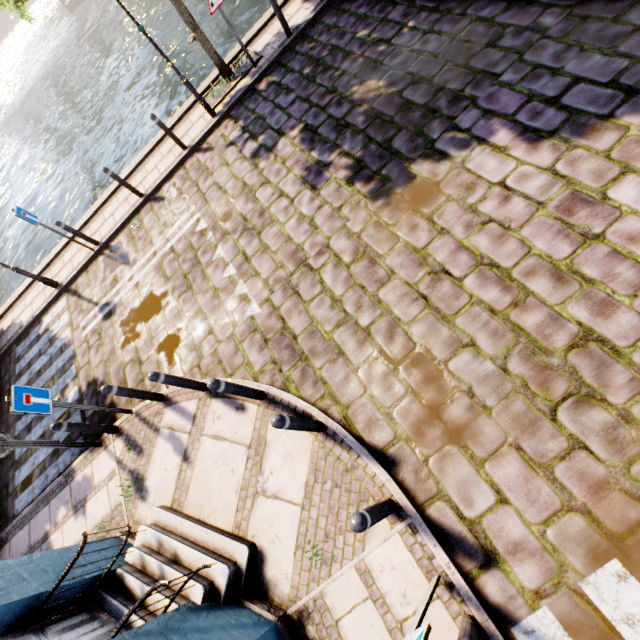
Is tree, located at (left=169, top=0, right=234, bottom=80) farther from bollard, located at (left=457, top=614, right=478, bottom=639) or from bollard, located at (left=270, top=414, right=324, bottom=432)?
bollard, located at (left=457, top=614, right=478, bottom=639)

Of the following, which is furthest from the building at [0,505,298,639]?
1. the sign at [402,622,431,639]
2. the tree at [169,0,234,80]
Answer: the tree at [169,0,234,80]

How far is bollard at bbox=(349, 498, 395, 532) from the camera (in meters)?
2.82

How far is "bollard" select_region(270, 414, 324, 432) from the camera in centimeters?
354cm

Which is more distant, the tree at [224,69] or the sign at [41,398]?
the tree at [224,69]

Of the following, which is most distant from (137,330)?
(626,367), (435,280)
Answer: (626,367)

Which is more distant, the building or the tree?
the tree

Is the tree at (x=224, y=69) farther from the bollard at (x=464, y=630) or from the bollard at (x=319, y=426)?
the bollard at (x=464, y=630)
